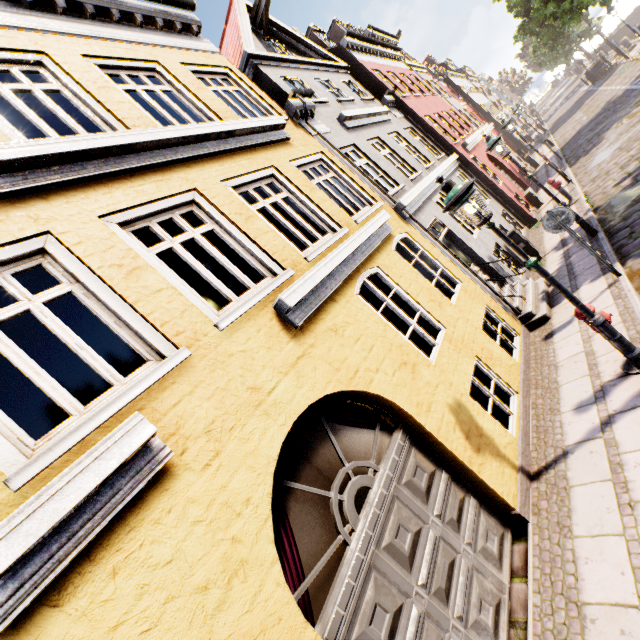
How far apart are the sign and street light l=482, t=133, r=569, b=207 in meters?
2.7 m

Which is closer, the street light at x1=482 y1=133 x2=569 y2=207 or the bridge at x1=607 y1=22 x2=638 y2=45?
the street light at x1=482 y1=133 x2=569 y2=207

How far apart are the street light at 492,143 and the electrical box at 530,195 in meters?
6.9 m

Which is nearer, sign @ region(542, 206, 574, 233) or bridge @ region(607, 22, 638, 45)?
sign @ region(542, 206, 574, 233)

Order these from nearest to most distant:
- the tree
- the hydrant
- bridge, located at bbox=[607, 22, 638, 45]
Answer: the hydrant, the tree, bridge, located at bbox=[607, 22, 638, 45]

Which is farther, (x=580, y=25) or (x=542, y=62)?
(x=580, y=25)

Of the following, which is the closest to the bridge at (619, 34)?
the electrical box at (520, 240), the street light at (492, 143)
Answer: the electrical box at (520, 240)

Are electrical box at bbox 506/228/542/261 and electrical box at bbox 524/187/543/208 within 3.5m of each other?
no
